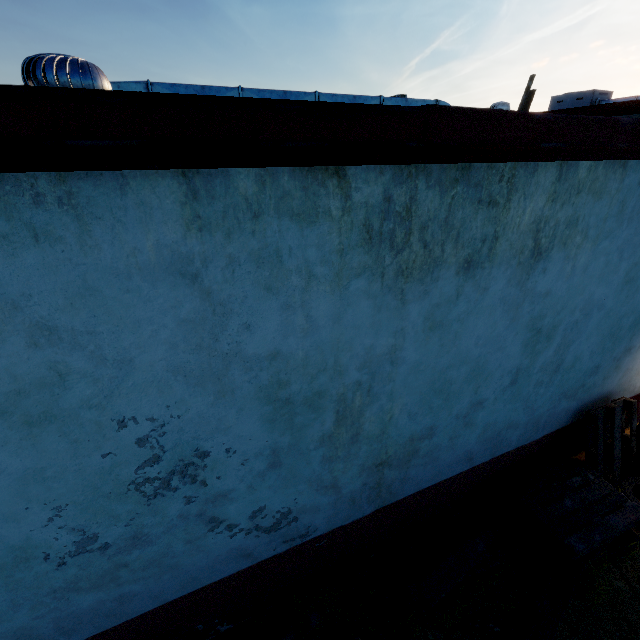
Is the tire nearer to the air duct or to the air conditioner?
the air duct

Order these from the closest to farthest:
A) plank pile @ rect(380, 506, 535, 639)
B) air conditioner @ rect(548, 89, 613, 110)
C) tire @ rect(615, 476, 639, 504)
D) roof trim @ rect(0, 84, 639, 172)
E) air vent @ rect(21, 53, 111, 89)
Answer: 1. roof trim @ rect(0, 84, 639, 172)
2. air vent @ rect(21, 53, 111, 89)
3. plank pile @ rect(380, 506, 535, 639)
4. tire @ rect(615, 476, 639, 504)
5. air conditioner @ rect(548, 89, 613, 110)

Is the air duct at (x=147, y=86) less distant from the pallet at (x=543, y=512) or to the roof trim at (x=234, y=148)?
the roof trim at (x=234, y=148)

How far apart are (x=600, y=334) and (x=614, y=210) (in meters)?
1.50

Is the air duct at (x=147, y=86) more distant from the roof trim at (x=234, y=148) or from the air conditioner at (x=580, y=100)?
the air conditioner at (x=580, y=100)

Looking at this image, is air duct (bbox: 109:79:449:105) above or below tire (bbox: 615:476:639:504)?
above

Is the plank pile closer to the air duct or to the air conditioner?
the air duct

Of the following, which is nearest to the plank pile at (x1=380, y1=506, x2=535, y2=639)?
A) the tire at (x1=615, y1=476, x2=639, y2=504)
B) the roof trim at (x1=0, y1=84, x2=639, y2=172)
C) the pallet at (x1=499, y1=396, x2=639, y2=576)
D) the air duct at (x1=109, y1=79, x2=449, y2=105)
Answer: the pallet at (x1=499, y1=396, x2=639, y2=576)
